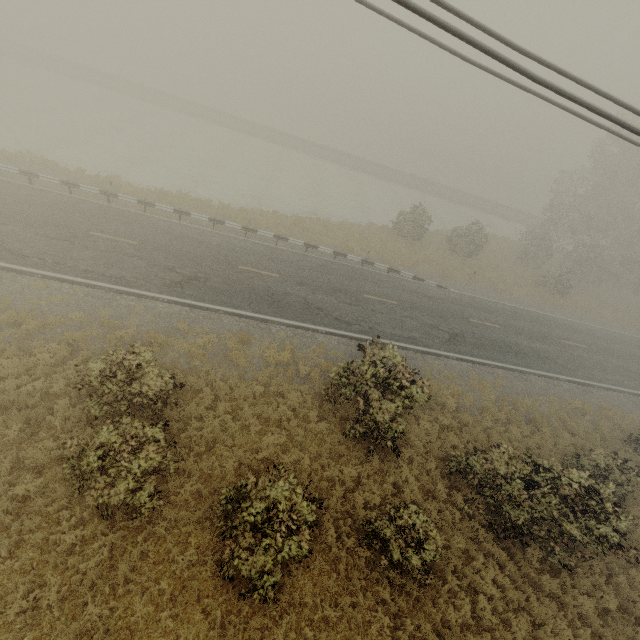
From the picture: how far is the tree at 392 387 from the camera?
10.2m

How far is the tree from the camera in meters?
10.2 m

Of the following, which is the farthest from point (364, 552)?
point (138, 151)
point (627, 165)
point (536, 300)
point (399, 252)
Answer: point (627, 165)
